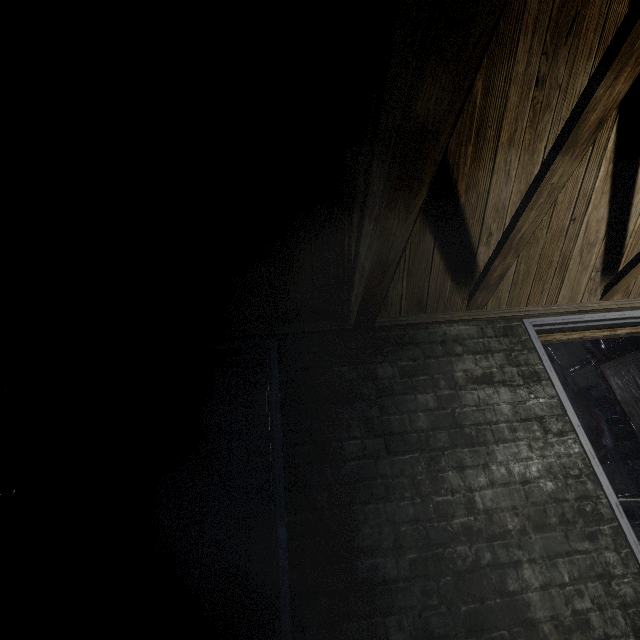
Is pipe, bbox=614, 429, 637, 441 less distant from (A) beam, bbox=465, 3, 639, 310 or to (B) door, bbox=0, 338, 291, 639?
(A) beam, bbox=465, 3, 639, 310

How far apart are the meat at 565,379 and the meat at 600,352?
0.39m

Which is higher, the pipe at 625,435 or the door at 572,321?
the door at 572,321

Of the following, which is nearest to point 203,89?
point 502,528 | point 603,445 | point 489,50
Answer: point 489,50

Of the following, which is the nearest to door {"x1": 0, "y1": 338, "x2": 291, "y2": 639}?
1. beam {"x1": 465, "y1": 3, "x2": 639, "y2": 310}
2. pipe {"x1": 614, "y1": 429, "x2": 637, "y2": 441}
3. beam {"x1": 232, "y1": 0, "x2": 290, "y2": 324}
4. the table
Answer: beam {"x1": 232, "y1": 0, "x2": 290, "y2": 324}

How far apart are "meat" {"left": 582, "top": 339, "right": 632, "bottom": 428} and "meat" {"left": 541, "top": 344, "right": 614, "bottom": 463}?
0.39m

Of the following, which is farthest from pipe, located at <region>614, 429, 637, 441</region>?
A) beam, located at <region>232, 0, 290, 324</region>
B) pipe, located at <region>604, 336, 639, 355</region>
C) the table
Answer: beam, located at <region>232, 0, 290, 324</region>

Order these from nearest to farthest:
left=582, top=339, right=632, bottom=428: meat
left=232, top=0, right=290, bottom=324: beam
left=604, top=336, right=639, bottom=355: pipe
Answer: left=232, top=0, right=290, bottom=324: beam
left=582, top=339, right=632, bottom=428: meat
left=604, top=336, right=639, bottom=355: pipe
